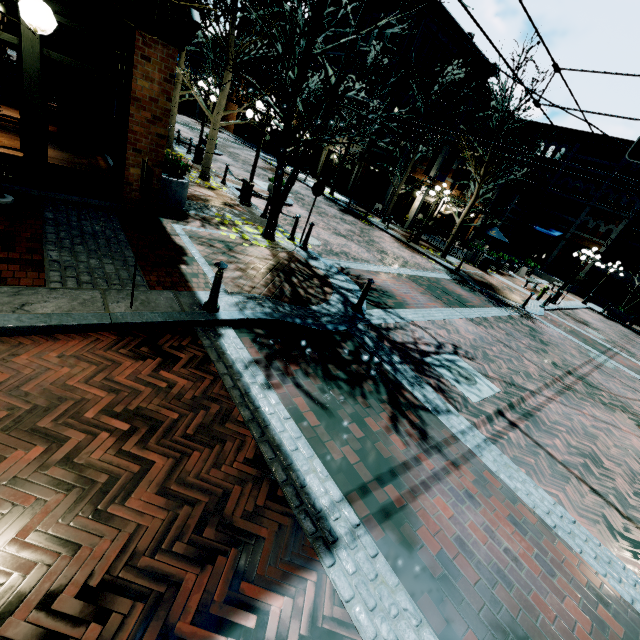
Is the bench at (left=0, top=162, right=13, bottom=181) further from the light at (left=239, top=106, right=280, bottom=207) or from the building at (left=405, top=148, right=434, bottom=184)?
the light at (left=239, top=106, right=280, bottom=207)

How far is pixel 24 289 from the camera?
4.2 meters

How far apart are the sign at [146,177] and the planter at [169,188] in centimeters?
474cm

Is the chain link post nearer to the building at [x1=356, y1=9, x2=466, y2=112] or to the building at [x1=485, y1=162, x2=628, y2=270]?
the building at [x1=356, y1=9, x2=466, y2=112]

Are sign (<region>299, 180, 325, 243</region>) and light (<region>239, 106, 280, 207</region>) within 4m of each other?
yes

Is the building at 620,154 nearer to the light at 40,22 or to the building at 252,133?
the building at 252,133

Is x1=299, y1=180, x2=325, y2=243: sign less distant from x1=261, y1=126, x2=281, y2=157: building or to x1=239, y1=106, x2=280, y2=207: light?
x1=239, y1=106, x2=280, y2=207: light

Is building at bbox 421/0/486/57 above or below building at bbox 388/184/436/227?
above
